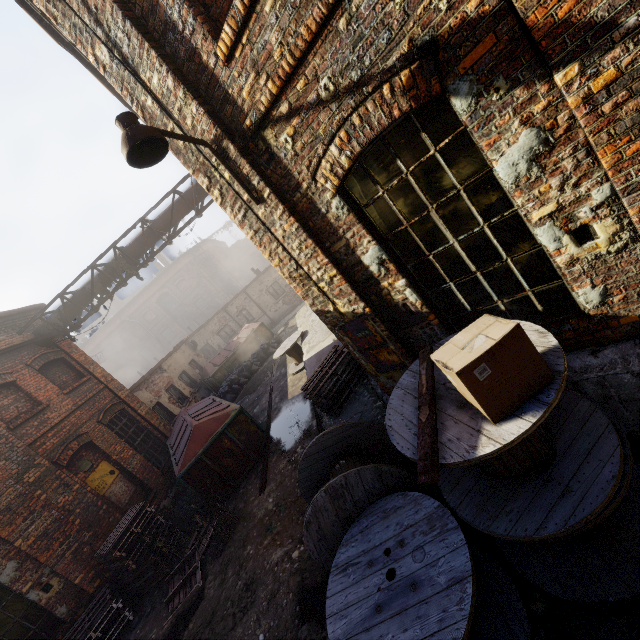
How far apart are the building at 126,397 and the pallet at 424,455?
11.99m

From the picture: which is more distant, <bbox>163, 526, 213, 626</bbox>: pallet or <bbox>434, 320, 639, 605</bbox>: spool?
<bbox>163, 526, 213, 626</bbox>: pallet

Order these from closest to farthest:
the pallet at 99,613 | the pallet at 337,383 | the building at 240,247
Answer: the pallet at 337,383 → the pallet at 99,613 → the building at 240,247

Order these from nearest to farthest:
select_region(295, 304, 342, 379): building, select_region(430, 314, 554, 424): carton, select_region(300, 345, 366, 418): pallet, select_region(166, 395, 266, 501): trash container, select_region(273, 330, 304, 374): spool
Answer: select_region(430, 314, 554, 424): carton → select_region(300, 345, 366, 418): pallet → select_region(166, 395, 266, 501): trash container → select_region(295, 304, 342, 379): building → select_region(273, 330, 304, 374): spool

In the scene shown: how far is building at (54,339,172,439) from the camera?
11.5 meters

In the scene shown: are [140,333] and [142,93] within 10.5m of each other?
no

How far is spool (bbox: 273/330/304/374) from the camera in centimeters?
1202cm

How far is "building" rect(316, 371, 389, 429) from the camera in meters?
5.0
